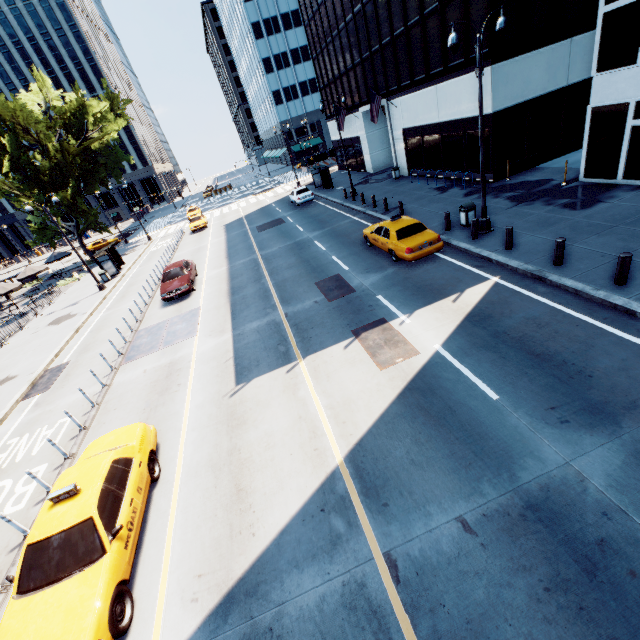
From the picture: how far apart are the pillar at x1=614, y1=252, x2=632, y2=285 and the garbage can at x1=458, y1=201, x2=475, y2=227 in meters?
7.1

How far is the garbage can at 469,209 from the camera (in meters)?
14.80

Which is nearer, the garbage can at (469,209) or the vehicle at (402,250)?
the vehicle at (402,250)

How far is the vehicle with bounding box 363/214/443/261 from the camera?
13.36m

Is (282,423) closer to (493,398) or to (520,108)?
(493,398)

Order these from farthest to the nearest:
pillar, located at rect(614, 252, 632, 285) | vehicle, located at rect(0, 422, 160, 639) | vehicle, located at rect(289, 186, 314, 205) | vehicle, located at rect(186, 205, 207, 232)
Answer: vehicle, located at rect(186, 205, 207, 232) < vehicle, located at rect(289, 186, 314, 205) < pillar, located at rect(614, 252, 632, 285) < vehicle, located at rect(0, 422, 160, 639)

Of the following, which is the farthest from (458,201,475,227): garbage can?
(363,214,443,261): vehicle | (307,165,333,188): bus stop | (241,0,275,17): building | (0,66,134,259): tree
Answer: (241,0,275,17): building

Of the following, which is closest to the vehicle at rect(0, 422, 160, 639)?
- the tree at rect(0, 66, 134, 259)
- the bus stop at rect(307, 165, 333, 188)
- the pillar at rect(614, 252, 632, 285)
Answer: the tree at rect(0, 66, 134, 259)
